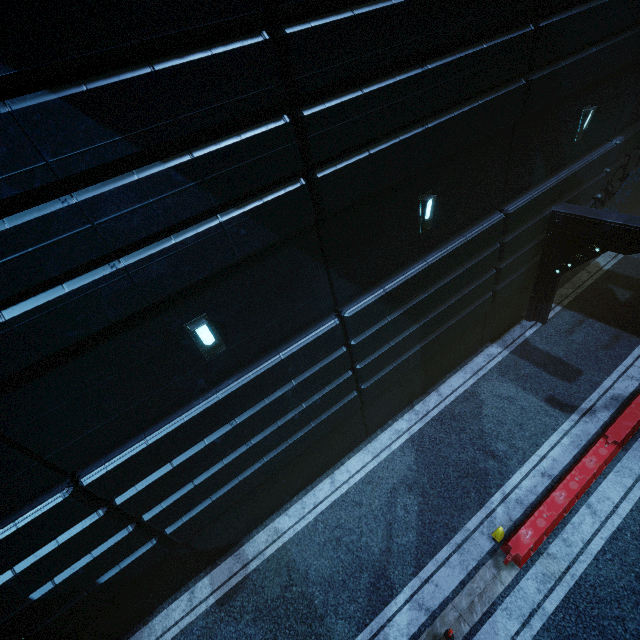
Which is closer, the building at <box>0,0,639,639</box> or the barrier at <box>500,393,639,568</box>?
the building at <box>0,0,639,639</box>

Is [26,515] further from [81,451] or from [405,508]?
[405,508]

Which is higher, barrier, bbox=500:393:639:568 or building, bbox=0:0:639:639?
building, bbox=0:0:639:639

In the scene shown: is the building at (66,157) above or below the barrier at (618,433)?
above

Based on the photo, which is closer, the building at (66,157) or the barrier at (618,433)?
the building at (66,157)
